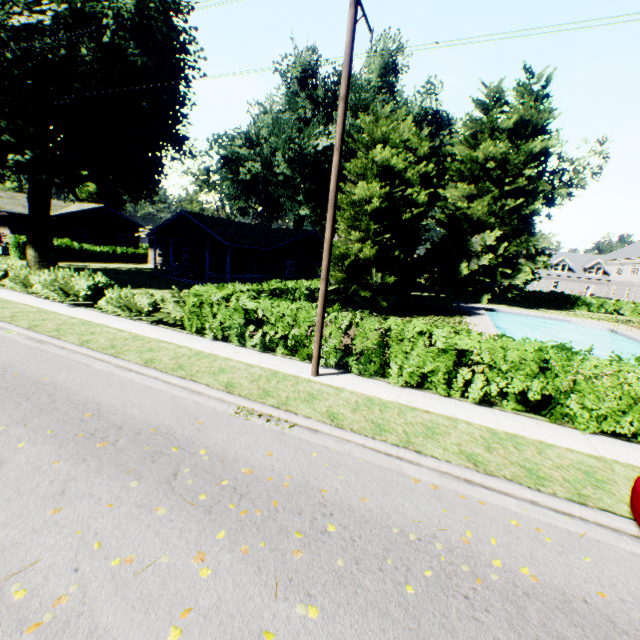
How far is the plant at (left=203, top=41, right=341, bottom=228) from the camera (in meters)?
33.06

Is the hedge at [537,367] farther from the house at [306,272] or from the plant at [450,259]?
the house at [306,272]

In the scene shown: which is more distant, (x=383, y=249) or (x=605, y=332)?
(x=605, y=332)

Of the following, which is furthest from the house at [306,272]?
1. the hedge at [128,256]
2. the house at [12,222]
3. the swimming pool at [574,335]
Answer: the swimming pool at [574,335]

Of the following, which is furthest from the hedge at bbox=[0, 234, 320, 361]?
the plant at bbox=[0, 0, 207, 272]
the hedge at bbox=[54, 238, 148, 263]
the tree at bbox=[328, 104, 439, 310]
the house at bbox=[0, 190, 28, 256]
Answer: the hedge at bbox=[54, 238, 148, 263]

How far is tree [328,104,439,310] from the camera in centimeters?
1903cm

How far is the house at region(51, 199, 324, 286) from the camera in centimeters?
2631cm

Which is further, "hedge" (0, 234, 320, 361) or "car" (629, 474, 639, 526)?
"hedge" (0, 234, 320, 361)
